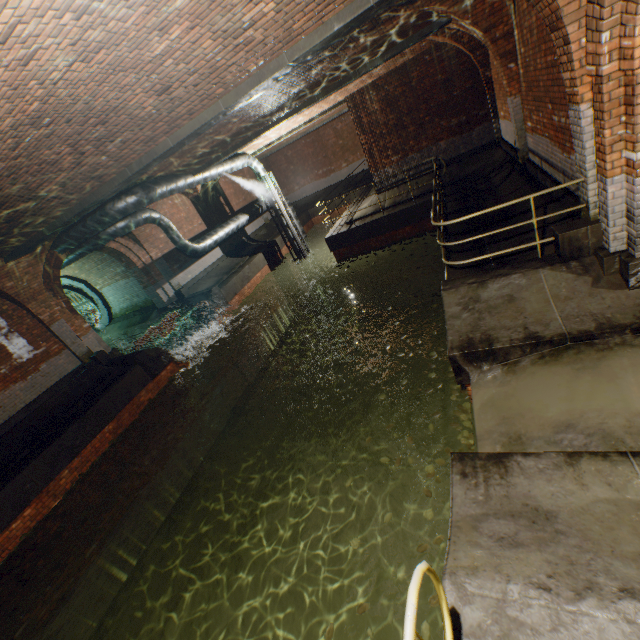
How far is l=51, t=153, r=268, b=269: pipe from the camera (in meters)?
9.51

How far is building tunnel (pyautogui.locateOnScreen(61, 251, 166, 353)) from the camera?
14.75m

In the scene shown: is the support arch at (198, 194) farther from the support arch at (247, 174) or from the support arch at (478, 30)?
the support arch at (478, 30)

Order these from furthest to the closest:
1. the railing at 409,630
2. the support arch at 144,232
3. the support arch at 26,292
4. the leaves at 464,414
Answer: the support arch at 144,232 < the support arch at 26,292 < the leaves at 464,414 < the railing at 409,630

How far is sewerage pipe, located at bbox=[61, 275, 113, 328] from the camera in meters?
16.1

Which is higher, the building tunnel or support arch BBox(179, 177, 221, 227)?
support arch BBox(179, 177, 221, 227)

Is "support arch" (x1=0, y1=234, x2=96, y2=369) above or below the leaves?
above

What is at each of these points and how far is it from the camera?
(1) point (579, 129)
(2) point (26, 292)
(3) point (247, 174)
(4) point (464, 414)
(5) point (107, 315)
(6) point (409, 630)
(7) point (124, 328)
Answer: (1) support arch, 4.1 meters
(2) support arch, 9.9 meters
(3) support arch, 20.9 meters
(4) leaves, 5.1 meters
(5) sewerage pipe, 17.1 meters
(6) railing, 1.4 meters
(7) building tunnel, 16.6 meters
